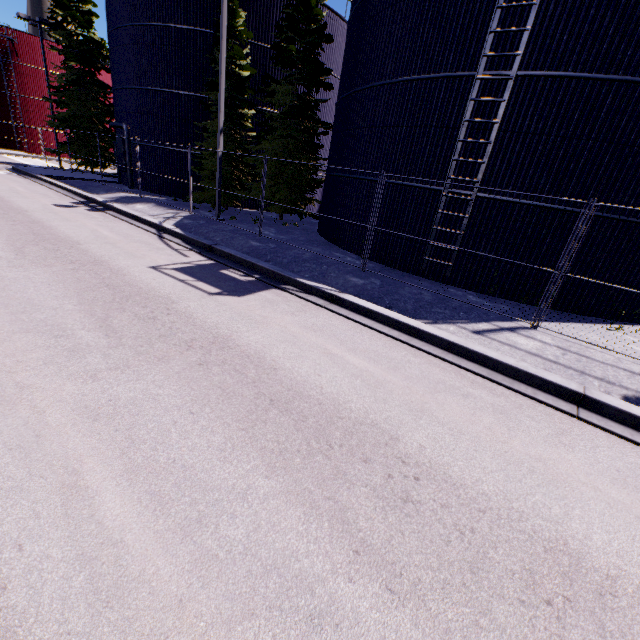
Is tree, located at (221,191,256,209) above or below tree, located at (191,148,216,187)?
below

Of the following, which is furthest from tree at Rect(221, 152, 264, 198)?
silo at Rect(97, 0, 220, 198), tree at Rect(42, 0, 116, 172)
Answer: tree at Rect(42, 0, 116, 172)

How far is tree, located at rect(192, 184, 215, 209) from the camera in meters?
18.7 m

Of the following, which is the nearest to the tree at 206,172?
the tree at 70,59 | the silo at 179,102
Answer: the silo at 179,102

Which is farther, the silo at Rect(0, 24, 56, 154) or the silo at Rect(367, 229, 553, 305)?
the silo at Rect(0, 24, 56, 154)

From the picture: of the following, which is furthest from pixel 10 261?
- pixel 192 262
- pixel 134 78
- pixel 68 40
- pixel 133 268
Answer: pixel 68 40

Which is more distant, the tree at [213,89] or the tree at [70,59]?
the tree at [70,59]

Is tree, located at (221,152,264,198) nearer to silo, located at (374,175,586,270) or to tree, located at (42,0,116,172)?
silo, located at (374,175,586,270)
